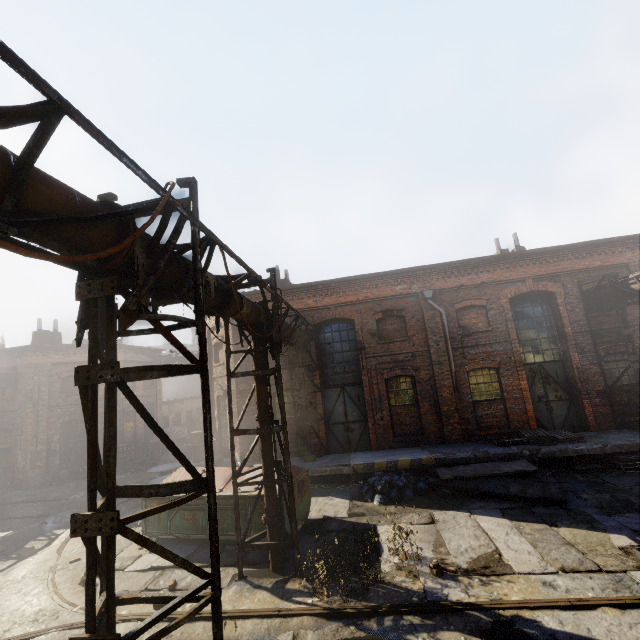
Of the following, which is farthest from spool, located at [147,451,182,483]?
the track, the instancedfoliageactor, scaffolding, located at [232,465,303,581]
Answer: the instancedfoliageactor

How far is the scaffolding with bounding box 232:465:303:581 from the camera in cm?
702

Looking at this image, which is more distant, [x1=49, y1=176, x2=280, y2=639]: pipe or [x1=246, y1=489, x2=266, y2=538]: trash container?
[x1=246, y1=489, x2=266, y2=538]: trash container

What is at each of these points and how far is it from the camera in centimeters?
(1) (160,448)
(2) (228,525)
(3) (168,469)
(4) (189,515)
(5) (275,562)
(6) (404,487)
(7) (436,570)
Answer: (1) trash container, 2048cm
(2) trash container, 859cm
(3) spool, 1438cm
(4) trash container, 899cm
(5) pipe, 733cm
(6) trash bag, 1057cm
(7) instancedfoliageactor, 646cm

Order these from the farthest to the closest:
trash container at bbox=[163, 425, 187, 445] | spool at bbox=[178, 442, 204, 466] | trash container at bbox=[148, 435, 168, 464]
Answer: trash container at bbox=[163, 425, 187, 445] → trash container at bbox=[148, 435, 168, 464] → spool at bbox=[178, 442, 204, 466]

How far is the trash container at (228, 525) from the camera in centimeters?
859cm

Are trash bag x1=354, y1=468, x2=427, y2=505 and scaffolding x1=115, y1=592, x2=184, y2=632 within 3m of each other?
no
